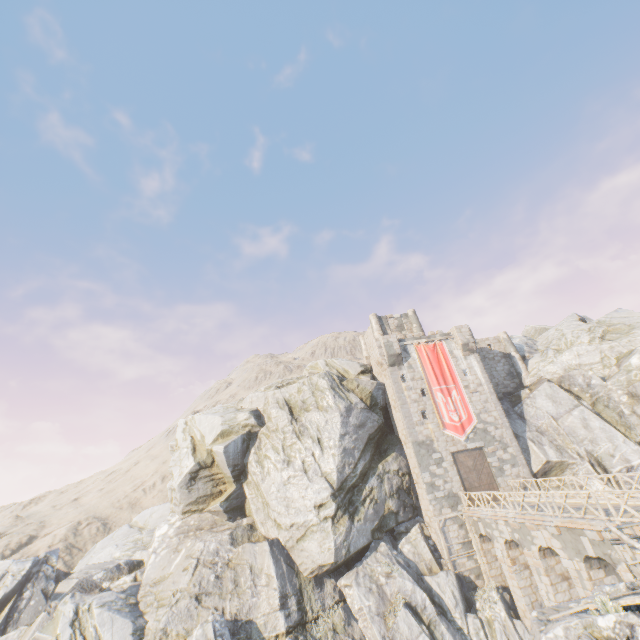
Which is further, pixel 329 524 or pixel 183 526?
pixel 183 526

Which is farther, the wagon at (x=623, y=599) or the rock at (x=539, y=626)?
the rock at (x=539, y=626)

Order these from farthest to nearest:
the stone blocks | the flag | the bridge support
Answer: the flag, the bridge support, the stone blocks

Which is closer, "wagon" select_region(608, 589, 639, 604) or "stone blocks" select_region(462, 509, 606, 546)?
"wagon" select_region(608, 589, 639, 604)

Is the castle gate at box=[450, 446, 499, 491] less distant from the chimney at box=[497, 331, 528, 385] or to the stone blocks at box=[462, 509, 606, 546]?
the stone blocks at box=[462, 509, 606, 546]

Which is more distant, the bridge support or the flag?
the flag

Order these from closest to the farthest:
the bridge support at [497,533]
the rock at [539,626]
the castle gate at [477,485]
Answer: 1. the bridge support at [497,533]
2. the rock at [539,626]
3. the castle gate at [477,485]

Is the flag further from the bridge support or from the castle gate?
the bridge support
